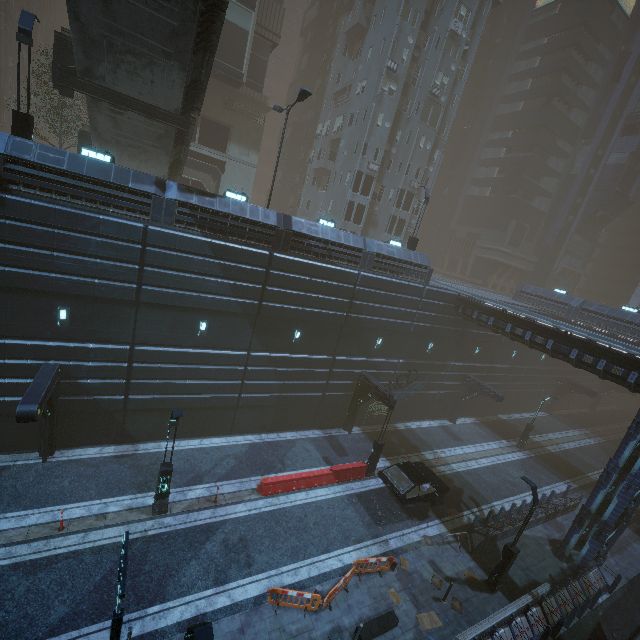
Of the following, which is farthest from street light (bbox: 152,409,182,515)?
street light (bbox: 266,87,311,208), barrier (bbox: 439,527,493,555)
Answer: barrier (bbox: 439,527,493,555)

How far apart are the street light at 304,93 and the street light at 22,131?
10.6 meters

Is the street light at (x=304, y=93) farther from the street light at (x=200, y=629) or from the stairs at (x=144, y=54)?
the street light at (x=200, y=629)

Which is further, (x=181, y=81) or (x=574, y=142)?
(x=574, y=142)

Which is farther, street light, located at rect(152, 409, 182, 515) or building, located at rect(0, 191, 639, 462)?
building, located at rect(0, 191, 639, 462)

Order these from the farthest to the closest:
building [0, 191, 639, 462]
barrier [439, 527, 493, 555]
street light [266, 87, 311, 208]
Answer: barrier [439, 527, 493, 555] → street light [266, 87, 311, 208] → building [0, 191, 639, 462]

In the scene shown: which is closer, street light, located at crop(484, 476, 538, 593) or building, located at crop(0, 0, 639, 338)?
street light, located at crop(484, 476, 538, 593)

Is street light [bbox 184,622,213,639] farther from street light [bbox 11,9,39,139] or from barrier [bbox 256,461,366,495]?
street light [bbox 11,9,39,139]
